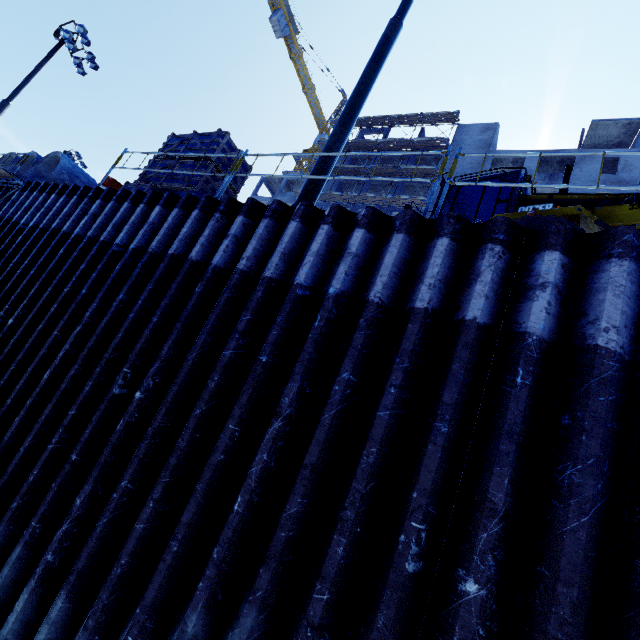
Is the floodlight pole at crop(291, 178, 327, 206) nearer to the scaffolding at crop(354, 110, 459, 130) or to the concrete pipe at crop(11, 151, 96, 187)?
the concrete pipe at crop(11, 151, 96, 187)

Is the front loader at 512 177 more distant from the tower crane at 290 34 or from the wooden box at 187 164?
the tower crane at 290 34

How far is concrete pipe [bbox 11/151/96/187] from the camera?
9.8m

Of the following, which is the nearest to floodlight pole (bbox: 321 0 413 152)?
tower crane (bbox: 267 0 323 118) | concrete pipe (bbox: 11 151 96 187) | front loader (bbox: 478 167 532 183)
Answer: front loader (bbox: 478 167 532 183)

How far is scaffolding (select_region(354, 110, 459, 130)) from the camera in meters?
35.5 m

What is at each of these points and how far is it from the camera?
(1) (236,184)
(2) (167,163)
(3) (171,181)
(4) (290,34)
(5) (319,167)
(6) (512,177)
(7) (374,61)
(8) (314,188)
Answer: (1) wooden box, 8.5m
(2) wooden box, 8.2m
(3) wooden box, 7.9m
(4) tower crane, 49.1m
(5) floodlight pole, 5.8m
(6) front loader, 7.3m
(7) floodlight pole, 6.6m
(8) floodlight pole, 5.7m

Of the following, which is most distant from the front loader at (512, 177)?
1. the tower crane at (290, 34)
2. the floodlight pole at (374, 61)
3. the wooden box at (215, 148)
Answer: the tower crane at (290, 34)

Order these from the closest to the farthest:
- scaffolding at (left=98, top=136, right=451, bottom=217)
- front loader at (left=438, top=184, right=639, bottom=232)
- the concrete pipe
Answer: scaffolding at (left=98, top=136, right=451, bottom=217), front loader at (left=438, top=184, right=639, bottom=232), the concrete pipe
